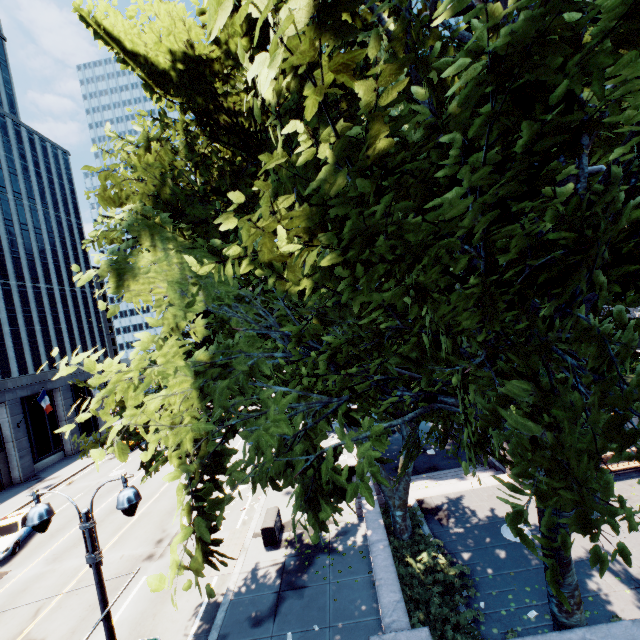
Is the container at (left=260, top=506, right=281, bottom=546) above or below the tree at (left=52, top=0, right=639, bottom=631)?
below

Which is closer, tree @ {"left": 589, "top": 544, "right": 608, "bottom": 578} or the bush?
tree @ {"left": 589, "top": 544, "right": 608, "bottom": 578}

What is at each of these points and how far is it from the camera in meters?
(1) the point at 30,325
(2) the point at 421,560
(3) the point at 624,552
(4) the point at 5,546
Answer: (1) building, 59.7 m
(2) bush, 11.9 m
(3) tree, 2.8 m
(4) vehicle, 17.8 m

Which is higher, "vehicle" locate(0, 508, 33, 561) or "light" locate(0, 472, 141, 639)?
"light" locate(0, 472, 141, 639)

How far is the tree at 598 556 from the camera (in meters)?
2.93

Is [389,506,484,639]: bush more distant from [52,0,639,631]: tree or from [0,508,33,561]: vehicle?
[0,508,33,561]: vehicle

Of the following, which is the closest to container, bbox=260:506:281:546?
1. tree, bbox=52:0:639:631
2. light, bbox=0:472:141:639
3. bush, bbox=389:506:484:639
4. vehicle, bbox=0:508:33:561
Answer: bush, bbox=389:506:484:639
